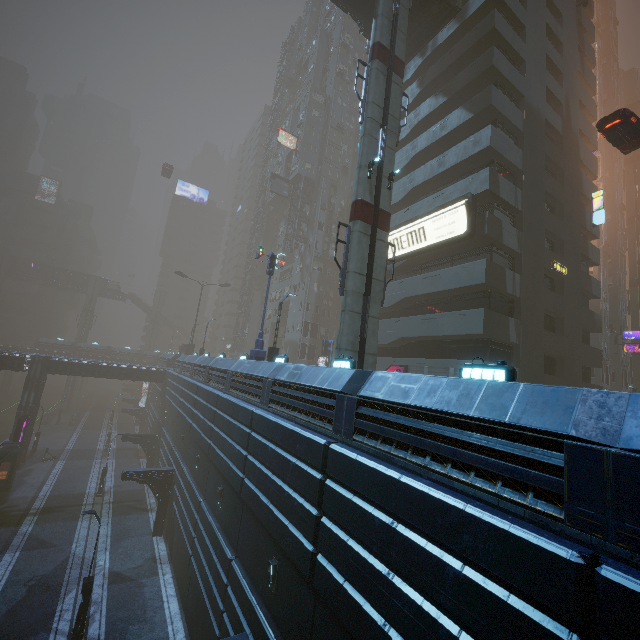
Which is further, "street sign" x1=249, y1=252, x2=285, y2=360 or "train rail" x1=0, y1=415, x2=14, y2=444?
"train rail" x1=0, y1=415, x2=14, y2=444

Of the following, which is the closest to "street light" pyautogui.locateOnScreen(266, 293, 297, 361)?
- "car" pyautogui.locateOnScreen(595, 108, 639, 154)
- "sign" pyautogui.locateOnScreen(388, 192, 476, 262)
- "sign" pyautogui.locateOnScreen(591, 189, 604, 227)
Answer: "car" pyautogui.locateOnScreen(595, 108, 639, 154)

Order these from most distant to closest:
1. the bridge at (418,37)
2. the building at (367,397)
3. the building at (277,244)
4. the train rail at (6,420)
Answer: the building at (277,244) → the train rail at (6,420) → the bridge at (418,37) → the building at (367,397)

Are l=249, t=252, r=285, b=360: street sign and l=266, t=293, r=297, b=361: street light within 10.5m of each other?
yes

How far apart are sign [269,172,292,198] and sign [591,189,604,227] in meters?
35.7

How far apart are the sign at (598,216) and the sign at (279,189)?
35.7 meters

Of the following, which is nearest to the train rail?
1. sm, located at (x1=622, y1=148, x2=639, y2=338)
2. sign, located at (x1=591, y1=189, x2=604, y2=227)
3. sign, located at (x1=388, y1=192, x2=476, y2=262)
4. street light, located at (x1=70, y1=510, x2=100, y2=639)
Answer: street light, located at (x1=70, y1=510, x2=100, y2=639)

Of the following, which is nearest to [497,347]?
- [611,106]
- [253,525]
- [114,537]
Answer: [253,525]
